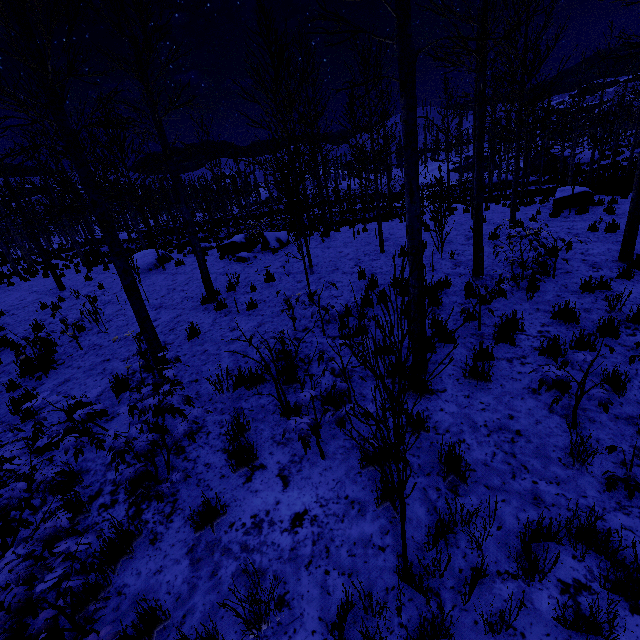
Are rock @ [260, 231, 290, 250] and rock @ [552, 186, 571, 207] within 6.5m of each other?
no

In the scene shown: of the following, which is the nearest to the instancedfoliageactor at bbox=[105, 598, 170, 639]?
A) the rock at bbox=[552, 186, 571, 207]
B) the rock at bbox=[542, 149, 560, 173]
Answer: the rock at bbox=[552, 186, 571, 207]

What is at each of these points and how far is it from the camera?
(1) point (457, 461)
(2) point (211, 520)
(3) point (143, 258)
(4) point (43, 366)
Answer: (1) instancedfoliageactor, 3.2m
(2) instancedfoliageactor, 3.2m
(3) rock, 15.7m
(4) instancedfoliageactor, 7.6m

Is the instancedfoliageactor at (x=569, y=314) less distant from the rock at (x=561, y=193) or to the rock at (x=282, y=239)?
the rock at (x=282, y=239)

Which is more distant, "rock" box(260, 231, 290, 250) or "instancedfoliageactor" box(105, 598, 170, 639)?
"rock" box(260, 231, 290, 250)

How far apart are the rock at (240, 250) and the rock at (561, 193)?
13.4m

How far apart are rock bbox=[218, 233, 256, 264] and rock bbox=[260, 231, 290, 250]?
0.46m

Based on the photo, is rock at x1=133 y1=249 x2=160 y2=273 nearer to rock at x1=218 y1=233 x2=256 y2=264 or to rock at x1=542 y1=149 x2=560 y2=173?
rock at x1=218 y1=233 x2=256 y2=264
